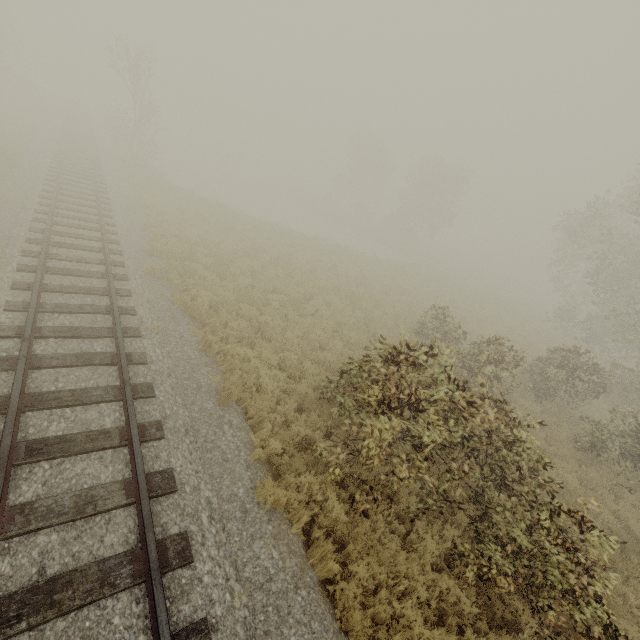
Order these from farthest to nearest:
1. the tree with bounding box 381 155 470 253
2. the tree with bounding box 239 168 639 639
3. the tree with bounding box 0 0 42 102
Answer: the tree with bounding box 381 155 470 253
the tree with bounding box 0 0 42 102
the tree with bounding box 239 168 639 639

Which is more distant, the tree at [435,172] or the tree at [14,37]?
the tree at [435,172]

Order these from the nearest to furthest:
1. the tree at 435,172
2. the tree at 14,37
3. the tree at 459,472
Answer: the tree at 459,472, the tree at 14,37, the tree at 435,172

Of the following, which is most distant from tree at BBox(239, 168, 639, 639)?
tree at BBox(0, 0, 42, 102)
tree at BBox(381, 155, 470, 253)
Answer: tree at BBox(0, 0, 42, 102)

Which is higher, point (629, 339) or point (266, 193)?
point (629, 339)

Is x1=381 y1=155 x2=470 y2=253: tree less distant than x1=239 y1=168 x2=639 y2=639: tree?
No
